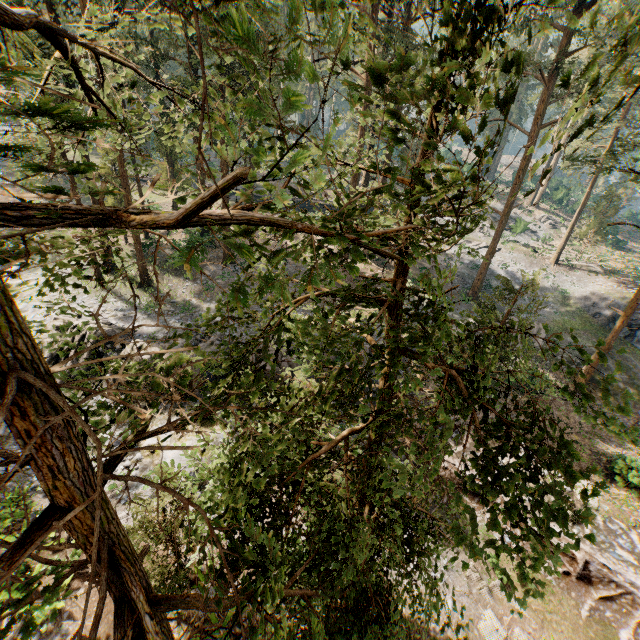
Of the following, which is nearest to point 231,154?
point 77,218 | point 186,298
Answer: point 77,218

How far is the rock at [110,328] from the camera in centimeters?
1950cm

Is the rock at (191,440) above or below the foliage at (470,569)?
above

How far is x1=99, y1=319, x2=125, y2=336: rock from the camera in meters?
19.5 m

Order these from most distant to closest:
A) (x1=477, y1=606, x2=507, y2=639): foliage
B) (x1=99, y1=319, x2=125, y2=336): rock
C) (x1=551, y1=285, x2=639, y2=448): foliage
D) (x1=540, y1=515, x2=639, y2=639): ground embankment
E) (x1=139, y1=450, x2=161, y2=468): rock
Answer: (x1=99, y1=319, x2=125, y2=336): rock → (x1=139, y1=450, x2=161, y2=468): rock → (x1=540, y1=515, x2=639, y2=639): ground embankment → (x1=477, y1=606, x2=507, y2=639): foliage → (x1=551, y1=285, x2=639, y2=448): foliage

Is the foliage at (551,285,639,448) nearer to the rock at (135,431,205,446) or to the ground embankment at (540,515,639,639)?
the ground embankment at (540,515,639,639)

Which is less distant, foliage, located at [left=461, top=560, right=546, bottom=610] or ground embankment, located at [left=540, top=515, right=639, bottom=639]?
foliage, located at [left=461, top=560, right=546, bottom=610]
